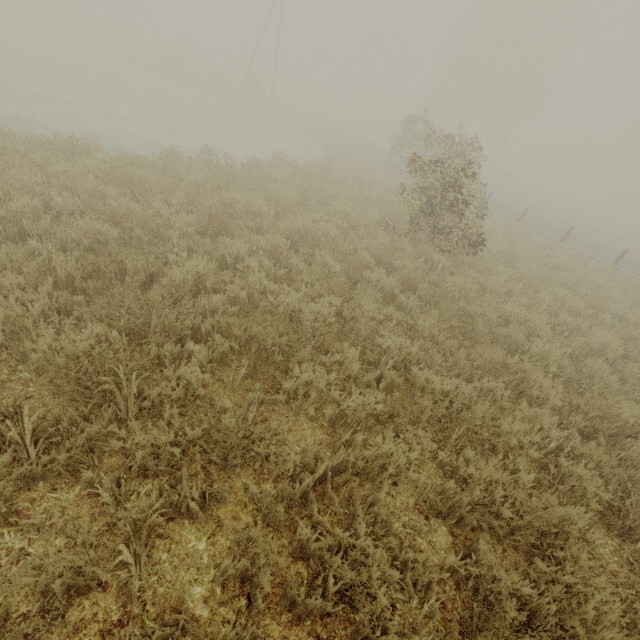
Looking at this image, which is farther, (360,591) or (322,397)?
(322,397)
